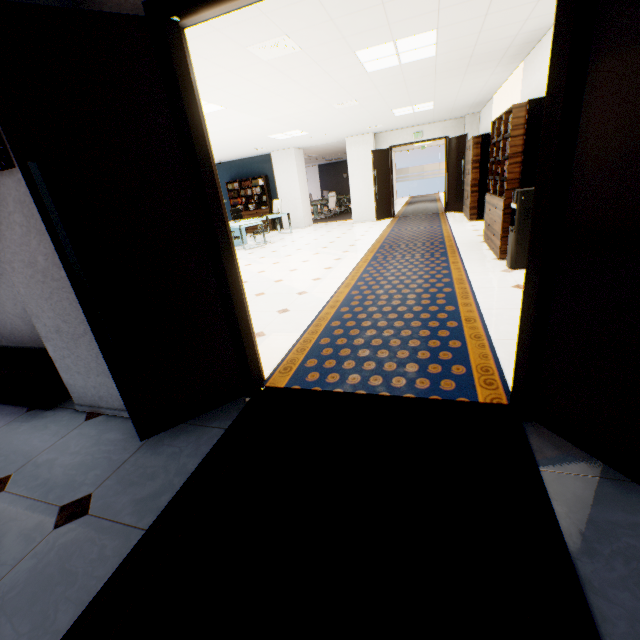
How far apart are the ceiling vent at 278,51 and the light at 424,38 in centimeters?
80cm

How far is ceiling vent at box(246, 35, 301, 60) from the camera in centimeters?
344cm

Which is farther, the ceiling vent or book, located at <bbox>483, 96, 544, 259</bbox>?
book, located at <bbox>483, 96, 544, 259</bbox>

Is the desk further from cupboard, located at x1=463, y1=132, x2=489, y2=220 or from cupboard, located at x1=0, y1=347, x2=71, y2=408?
cupboard, located at x1=0, y1=347, x2=71, y2=408

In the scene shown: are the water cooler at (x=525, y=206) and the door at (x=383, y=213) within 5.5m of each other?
no

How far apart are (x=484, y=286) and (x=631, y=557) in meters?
3.4

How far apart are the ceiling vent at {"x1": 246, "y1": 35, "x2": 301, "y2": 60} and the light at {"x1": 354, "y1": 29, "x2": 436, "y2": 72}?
0.8m

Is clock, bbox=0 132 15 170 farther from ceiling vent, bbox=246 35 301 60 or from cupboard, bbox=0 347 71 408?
ceiling vent, bbox=246 35 301 60
